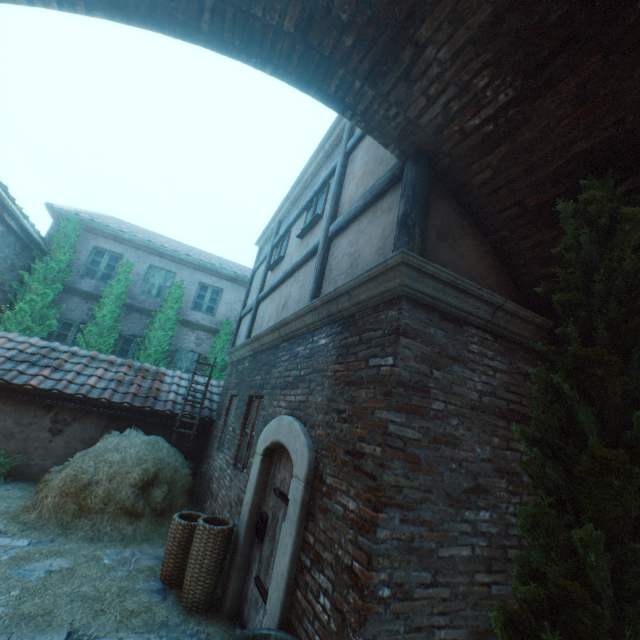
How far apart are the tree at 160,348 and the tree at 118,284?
0.69m

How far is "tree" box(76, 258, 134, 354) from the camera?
10.9 meters

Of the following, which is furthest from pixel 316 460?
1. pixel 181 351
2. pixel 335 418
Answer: pixel 181 351

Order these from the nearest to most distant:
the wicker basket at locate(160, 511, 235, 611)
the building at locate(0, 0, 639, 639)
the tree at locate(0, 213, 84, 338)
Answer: the building at locate(0, 0, 639, 639) → the wicker basket at locate(160, 511, 235, 611) → the tree at locate(0, 213, 84, 338)

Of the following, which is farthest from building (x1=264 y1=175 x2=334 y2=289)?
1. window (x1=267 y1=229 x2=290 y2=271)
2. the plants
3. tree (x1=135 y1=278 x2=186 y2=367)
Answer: tree (x1=135 y1=278 x2=186 y2=367)

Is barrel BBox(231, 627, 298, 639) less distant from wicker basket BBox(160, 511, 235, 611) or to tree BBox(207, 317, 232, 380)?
wicker basket BBox(160, 511, 235, 611)

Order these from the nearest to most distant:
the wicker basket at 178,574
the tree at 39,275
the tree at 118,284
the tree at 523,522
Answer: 1. the tree at 523,522
2. the wicker basket at 178,574
3. the tree at 39,275
4. the tree at 118,284

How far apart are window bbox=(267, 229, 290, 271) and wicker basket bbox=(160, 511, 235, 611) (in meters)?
5.13
